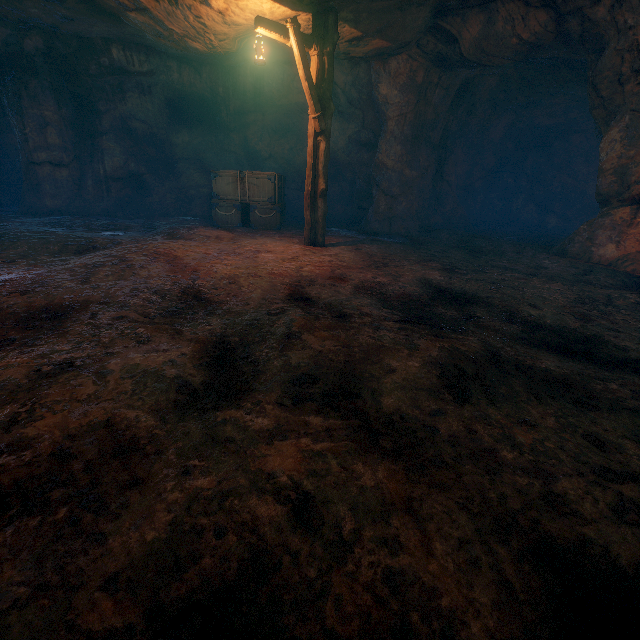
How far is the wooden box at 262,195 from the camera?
10.1m

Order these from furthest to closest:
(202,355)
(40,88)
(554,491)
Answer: (40,88)
(202,355)
(554,491)

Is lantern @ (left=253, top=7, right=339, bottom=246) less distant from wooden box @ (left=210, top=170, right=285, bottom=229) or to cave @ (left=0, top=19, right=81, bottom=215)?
wooden box @ (left=210, top=170, right=285, bottom=229)

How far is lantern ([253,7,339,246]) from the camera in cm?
604

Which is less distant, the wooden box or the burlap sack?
the burlap sack

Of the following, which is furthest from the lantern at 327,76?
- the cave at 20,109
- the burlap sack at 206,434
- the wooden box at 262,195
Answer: the cave at 20,109

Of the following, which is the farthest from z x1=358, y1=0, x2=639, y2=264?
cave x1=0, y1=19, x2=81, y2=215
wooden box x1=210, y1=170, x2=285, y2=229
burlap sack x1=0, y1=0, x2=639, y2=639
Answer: cave x1=0, y1=19, x2=81, y2=215

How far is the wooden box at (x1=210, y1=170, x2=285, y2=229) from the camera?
10.06m
